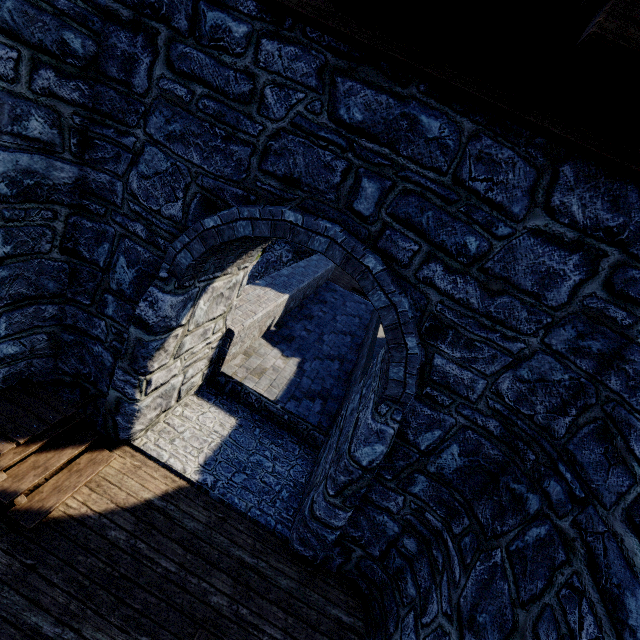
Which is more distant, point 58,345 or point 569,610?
point 58,345
